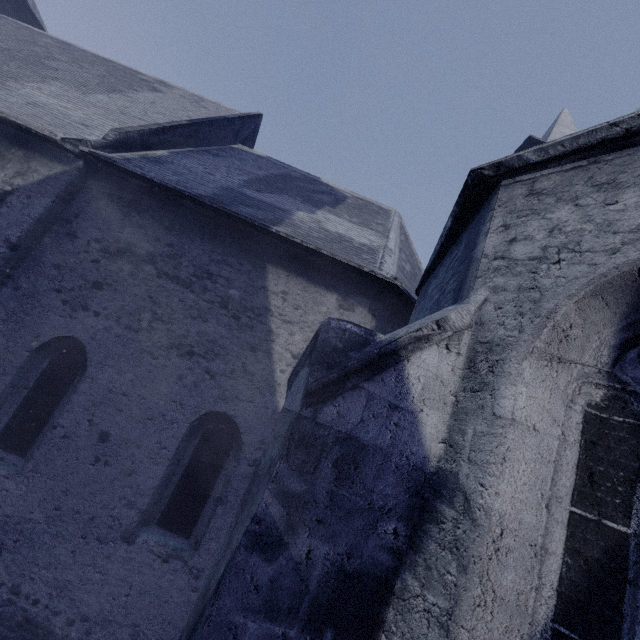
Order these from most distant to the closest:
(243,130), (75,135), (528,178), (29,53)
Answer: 1. (243,130)
2. (29,53)
3. (75,135)
4. (528,178)
